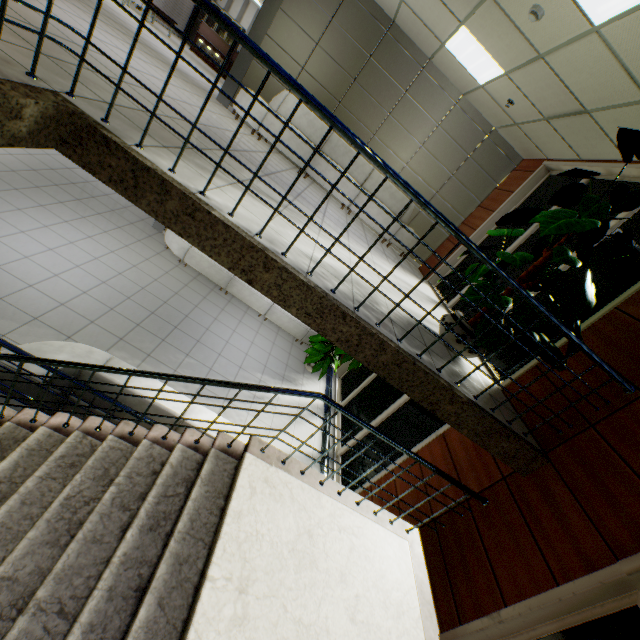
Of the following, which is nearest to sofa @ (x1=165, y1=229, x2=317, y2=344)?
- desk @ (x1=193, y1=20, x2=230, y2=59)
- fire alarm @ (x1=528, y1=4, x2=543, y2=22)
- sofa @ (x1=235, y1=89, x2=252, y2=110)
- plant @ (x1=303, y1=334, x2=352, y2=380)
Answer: plant @ (x1=303, y1=334, x2=352, y2=380)

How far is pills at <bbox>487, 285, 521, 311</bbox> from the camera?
3.2 meters

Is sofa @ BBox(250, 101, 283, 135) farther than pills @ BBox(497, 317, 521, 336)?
Yes

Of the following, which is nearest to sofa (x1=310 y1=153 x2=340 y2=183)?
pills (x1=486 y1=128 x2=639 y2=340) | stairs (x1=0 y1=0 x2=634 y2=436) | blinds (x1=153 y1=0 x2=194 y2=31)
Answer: pills (x1=486 y1=128 x2=639 y2=340)

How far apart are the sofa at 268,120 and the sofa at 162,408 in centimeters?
503cm

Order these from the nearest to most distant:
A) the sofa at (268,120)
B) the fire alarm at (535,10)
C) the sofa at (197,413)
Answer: the fire alarm at (535,10)
the sofa at (197,413)
the sofa at (268,120)

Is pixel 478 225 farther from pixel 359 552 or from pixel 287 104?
pixel 359 552
